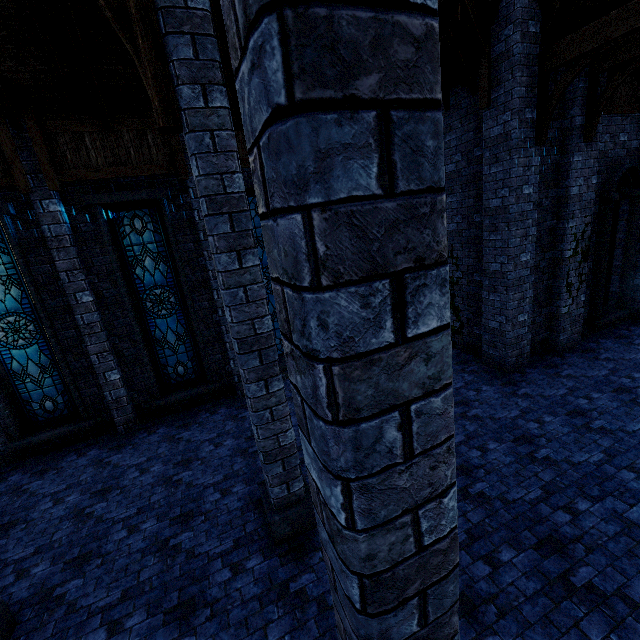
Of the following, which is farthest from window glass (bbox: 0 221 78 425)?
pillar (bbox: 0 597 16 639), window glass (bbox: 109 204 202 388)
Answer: pillar (bbox: 0 597 16 639)

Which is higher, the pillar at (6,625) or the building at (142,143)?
the building at (142,143)

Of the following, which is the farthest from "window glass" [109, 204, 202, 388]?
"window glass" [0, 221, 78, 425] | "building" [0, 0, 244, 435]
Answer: "window glass" [0, 221, 78, 425]

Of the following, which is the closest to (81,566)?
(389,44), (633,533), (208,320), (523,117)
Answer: (208,320)

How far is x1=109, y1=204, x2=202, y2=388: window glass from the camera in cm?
764

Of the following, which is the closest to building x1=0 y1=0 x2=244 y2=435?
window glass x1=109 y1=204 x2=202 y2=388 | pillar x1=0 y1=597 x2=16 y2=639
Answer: pillar x1=0 y1=597 x2=16 y2=639

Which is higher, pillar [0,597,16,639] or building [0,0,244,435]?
building [0,0,244,435]

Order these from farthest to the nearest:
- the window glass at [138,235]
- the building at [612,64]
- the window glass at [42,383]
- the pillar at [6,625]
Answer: the window glass at [138,235], the window glass at [42,383], the building at [612,64], the pillar at [6,625]
